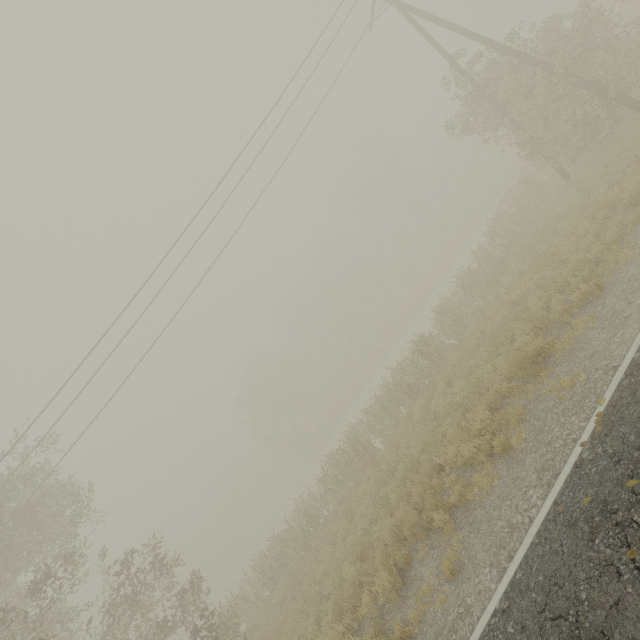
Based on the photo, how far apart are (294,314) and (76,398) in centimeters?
3749cm

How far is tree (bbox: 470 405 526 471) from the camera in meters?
7.0 m

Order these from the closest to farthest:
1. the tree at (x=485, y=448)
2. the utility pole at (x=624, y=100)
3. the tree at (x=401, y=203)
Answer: the tree at (x=485, y=448) → the utility pole at (x=624, y=100) → the tree at (x=401, y=203)

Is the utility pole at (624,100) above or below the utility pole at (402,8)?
below

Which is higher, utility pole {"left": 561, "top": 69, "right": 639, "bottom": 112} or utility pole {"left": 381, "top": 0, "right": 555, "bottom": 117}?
utility pole {"left": 381, "top": 0, "right": 555, "bottom": 117}

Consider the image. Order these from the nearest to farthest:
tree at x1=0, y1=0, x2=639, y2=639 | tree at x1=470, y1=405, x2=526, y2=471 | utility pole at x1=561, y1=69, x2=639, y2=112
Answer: tree at x1=470, y1=405, x2=526, y2=471
utility pole at x1=561, y1=69, x2=639, y2=112
tree at x1=0, y1=0, x2=639, y2=639

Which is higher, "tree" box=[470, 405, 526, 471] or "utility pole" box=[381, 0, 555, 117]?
"utility pole" box=[381, 0, 555, 117]

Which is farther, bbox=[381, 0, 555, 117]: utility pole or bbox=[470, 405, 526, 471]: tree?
bbox=[381, 0, 555, 117]: utility pole
